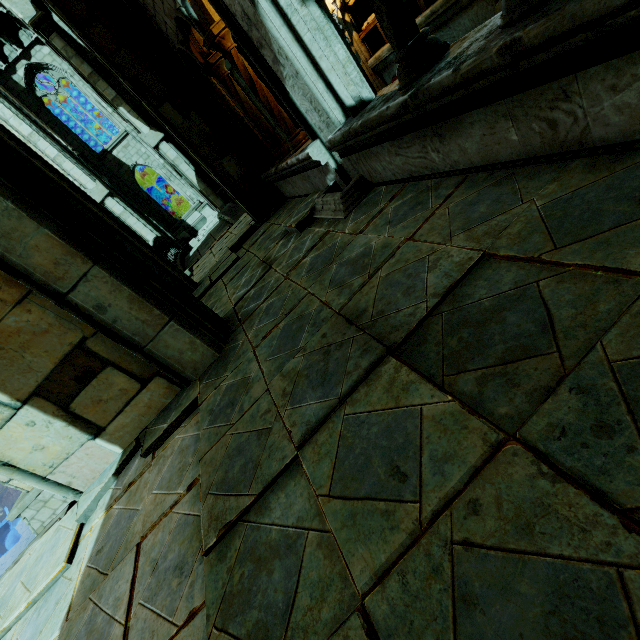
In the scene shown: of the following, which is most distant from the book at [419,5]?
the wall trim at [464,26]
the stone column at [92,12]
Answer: the stone column at [92,12]

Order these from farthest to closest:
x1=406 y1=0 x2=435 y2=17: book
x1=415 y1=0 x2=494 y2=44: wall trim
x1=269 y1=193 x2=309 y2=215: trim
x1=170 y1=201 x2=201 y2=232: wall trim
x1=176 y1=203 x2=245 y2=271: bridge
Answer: x1=170 y1=201 x2=201 y2=232: wall trim, x1=176 y1=203 x2=245 y2=271: bridge, x1=269 y1=193 x2=309 y2=215: trim, x1=406 y1=0 x2=435 y2=17: book, x1=415 y1=0 x2=494 y2=44: wall trim

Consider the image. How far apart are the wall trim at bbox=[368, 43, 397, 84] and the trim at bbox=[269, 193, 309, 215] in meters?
3.5 m

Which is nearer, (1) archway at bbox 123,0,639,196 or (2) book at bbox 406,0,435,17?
(1) archway at bbox 123,0,639,196

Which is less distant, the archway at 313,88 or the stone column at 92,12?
the archway at 313,88

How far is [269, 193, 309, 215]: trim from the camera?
6.6 meters

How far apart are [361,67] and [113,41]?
5.56m

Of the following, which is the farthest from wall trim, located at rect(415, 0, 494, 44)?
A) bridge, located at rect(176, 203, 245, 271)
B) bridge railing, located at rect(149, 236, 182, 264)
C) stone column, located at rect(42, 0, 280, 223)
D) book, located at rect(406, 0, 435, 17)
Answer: bridge railing, located at rect(149, 236, 182, 264)
